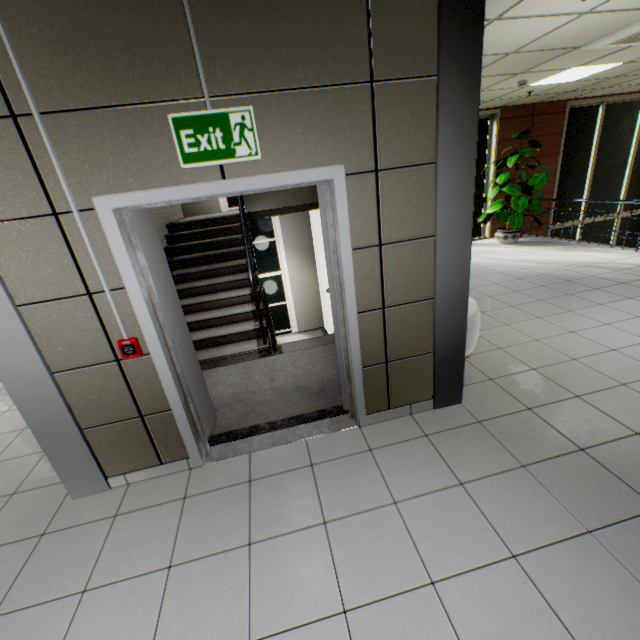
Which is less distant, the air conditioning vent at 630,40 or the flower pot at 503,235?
the air conditioning vent at 630,40

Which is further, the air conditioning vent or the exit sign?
the air conditioning vent

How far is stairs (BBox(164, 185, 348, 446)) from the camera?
3.3m

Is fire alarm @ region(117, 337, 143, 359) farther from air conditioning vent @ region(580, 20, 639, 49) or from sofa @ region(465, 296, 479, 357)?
air conditioning vent @ region(580, 20, 639, 49)

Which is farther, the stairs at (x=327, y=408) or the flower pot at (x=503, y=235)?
the flower pot at (x=503, y=235)

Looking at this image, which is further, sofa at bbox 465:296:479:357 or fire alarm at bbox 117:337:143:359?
sofa at bbox 465:296:479:357

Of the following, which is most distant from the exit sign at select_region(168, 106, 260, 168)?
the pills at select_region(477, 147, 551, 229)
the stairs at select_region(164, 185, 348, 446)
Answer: the pills at select_region(477, 147, 551, 229)

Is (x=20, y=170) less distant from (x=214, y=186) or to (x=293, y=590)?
(x=214, y=186)
